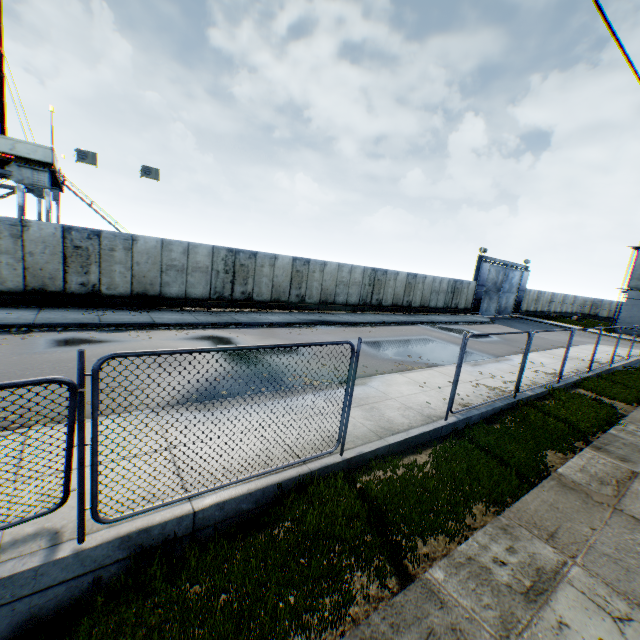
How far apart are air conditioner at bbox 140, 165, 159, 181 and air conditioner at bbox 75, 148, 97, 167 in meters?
1.8 m

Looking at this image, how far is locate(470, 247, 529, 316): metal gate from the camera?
33.0 meters

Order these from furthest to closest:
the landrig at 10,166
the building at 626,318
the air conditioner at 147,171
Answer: the building at 626,318
the air conditioner at 147,171
the landrig at 10,166

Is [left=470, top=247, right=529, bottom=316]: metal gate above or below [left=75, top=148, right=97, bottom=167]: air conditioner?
below

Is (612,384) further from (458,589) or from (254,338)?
(254,338)

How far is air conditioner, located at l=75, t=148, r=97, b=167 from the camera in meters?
15.2 m

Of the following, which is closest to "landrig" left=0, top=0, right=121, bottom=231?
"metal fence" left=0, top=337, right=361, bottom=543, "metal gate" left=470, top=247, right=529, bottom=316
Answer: "metal fence" left=0, top=337, right=361, bottom=543

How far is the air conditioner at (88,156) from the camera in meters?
15.2 m
